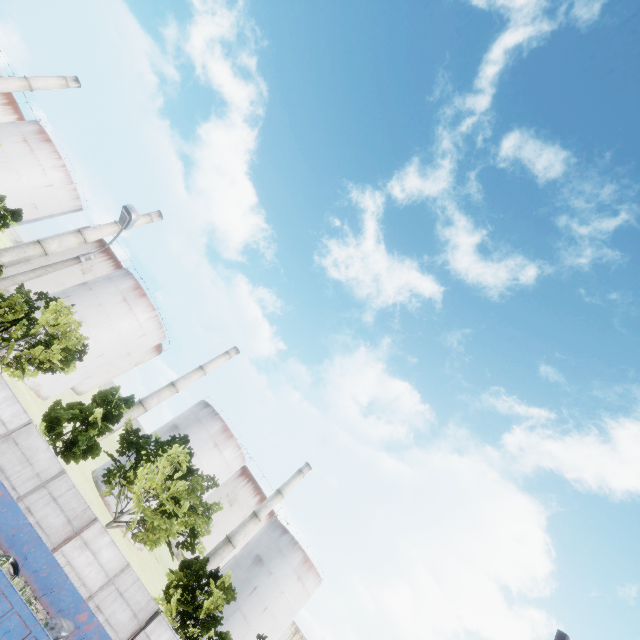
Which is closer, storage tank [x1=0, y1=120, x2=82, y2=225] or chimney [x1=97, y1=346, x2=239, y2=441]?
storage tank [x1=0, y1=120, x2=82, y2=225]

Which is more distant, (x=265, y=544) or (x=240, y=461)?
(x=265, y=544)

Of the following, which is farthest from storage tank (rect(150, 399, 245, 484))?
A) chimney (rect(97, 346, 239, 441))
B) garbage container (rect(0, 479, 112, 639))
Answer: garbage container (rect(0, 479, 112, 639))

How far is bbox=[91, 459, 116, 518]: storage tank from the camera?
40.4m

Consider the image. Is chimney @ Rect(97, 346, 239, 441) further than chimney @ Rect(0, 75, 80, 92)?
No

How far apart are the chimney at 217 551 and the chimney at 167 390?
21.6 meters

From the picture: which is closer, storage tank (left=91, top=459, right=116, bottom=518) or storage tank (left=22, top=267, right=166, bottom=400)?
storage tank (left=91, top=459, right=116, bottom=518)

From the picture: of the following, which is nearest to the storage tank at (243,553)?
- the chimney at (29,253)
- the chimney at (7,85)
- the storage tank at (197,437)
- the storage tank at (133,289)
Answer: the storage tank at (197,437)
